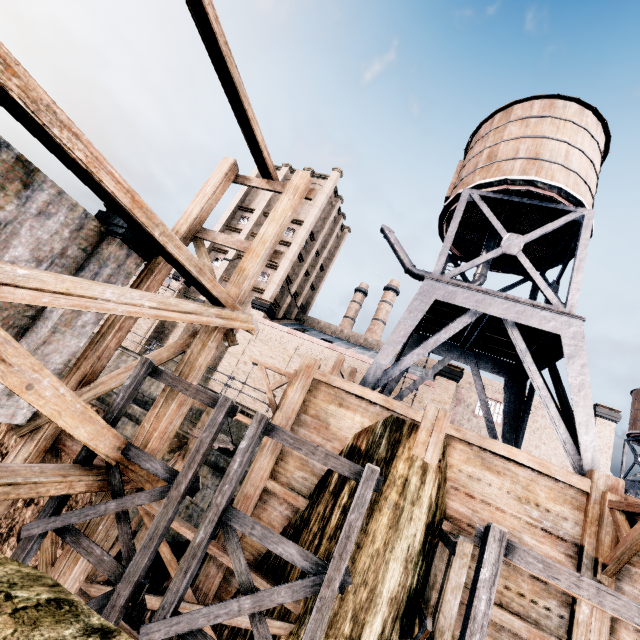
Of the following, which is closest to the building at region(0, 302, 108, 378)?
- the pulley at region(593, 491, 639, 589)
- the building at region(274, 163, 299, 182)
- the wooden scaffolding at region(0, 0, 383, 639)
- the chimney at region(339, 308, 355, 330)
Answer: the wooden scaffolding at region(0, 0, 383, 639)

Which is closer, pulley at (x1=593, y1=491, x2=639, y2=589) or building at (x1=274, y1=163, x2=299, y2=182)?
pulley at (x1=593, y1=491, x2=639, y2=589)

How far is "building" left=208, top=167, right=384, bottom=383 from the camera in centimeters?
3006cm

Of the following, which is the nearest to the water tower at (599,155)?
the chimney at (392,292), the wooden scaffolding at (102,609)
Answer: the wooden scaffolding at (102,609)

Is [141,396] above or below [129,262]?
below

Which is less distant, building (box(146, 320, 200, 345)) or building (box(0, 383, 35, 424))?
building (box(0, 383, 35, 424))

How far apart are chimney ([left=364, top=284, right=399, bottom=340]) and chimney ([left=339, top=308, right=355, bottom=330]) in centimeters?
253cm

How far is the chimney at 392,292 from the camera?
56.7m
